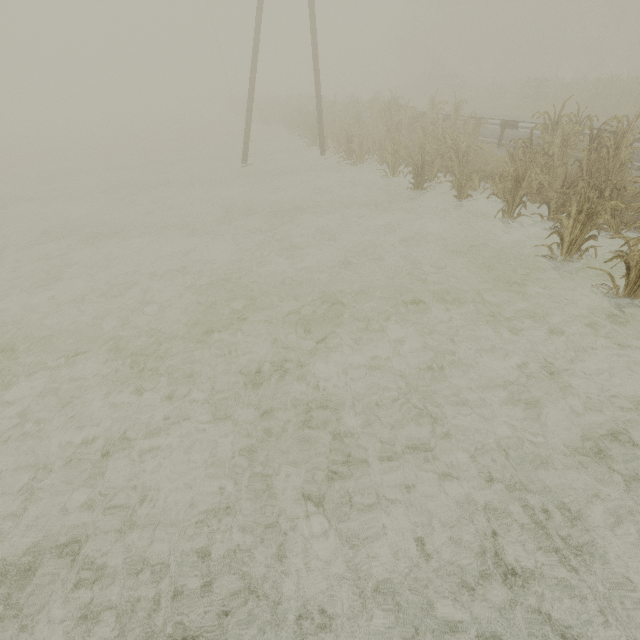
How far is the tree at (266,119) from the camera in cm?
1762

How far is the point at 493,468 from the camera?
3.50m

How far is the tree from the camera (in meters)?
17.62
